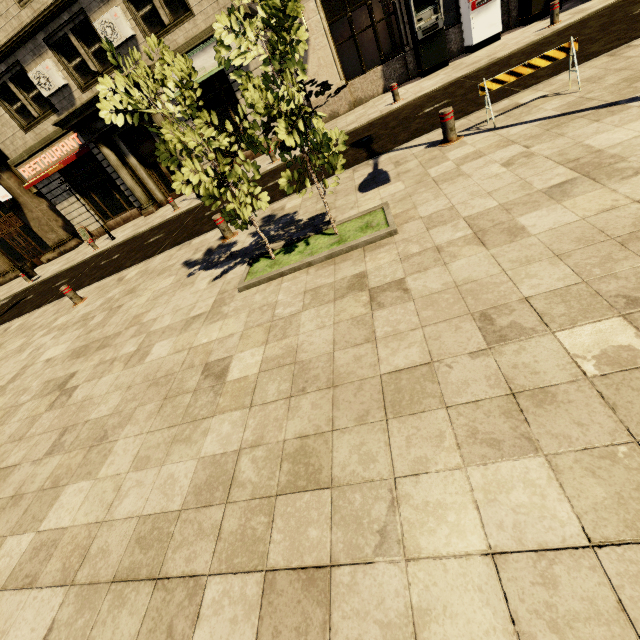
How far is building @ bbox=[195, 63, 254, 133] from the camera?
14.1 meters

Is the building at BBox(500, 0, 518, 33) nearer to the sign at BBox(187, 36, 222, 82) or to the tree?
the sign at BBox(187, 36, 222, 82)

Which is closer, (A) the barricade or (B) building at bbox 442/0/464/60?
(A) the barricade

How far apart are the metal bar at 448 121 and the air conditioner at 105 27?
14.3m

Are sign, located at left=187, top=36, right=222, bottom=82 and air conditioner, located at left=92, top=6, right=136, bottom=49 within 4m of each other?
yes

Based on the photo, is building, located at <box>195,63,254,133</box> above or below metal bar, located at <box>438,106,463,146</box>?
above

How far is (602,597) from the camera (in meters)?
1.30

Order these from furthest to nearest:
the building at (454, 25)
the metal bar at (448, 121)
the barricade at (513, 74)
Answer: the building at (454, 25), the metal bar at (448, 121), the barricade at (513, 74)
